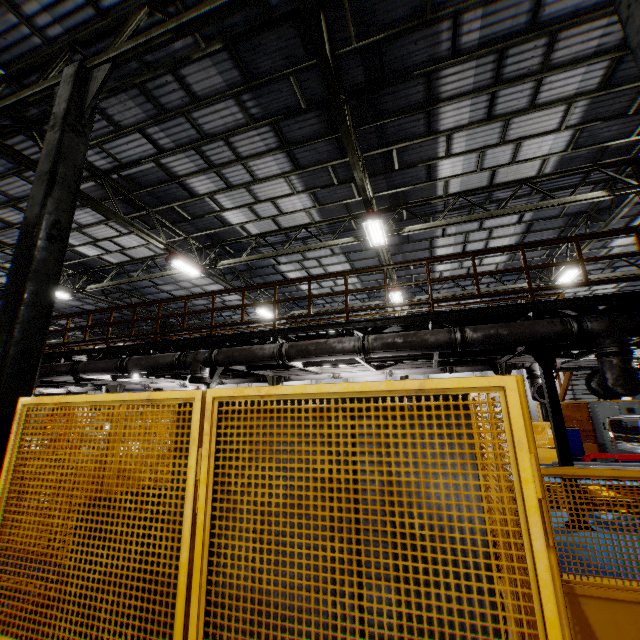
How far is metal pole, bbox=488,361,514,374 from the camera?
9.7 meters

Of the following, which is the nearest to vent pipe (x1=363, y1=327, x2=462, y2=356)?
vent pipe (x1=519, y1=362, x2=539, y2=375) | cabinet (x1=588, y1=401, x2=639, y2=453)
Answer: vent pipe (x1=519, y1=362, x2=539, y2=375)

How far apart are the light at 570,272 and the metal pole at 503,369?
6.77m

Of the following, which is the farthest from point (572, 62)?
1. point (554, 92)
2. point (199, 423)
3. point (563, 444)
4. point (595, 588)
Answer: point (199, 423)

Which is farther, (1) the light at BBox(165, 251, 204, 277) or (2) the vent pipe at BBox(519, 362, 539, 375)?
(1) the light at BBox(165, 251, 204, 277)

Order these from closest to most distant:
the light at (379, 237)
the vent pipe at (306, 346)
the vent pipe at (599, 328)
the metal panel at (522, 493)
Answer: the metal panel at (522, 493) < the vent pipe at (599, 328) < the vent pipe at (306, 346) < the light at (379, 237)

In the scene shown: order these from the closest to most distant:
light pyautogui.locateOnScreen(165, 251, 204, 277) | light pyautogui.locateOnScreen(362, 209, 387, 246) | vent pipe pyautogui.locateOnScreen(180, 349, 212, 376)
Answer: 1. vent pipe pyautogui.locateOnScreen(180, 349, 212, 376)
2. light pyautogui.locateOnScreen(362, 209, 387, 246)
3. light pyautogui.locateOnScreen(165, 251, 204, 277)

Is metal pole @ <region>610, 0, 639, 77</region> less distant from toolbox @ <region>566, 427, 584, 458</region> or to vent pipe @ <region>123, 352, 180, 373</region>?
vent pipe @ <region>123, 352, 180, 373</region>
